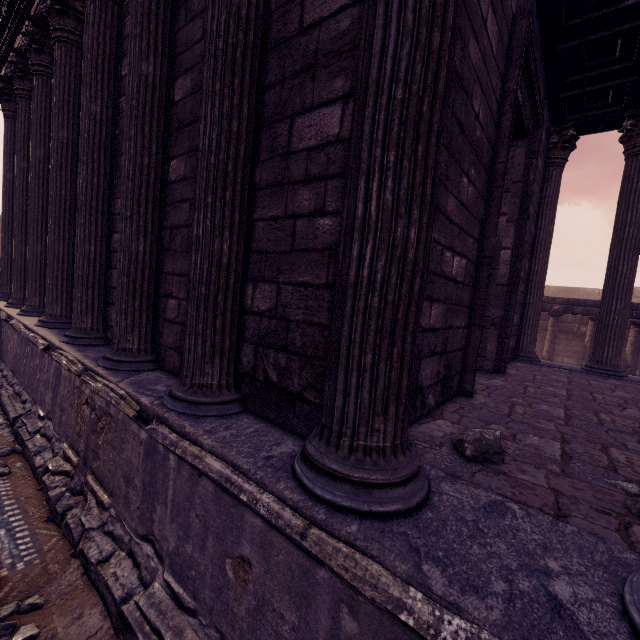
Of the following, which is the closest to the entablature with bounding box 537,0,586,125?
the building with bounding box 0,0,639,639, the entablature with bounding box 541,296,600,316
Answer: the building with bounding box 0,0,639,639

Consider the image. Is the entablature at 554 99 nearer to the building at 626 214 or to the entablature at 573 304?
the building at 626 214

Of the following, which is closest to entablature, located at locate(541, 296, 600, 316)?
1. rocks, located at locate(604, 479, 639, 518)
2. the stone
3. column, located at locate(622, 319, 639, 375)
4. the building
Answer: column, located at locate(622, 319, 639, 375)

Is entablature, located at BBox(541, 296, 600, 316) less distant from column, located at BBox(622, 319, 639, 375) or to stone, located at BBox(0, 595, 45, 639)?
column, located at BBox(622, 319, 639, 375)

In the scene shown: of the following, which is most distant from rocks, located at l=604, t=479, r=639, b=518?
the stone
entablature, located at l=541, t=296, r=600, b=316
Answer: entablature, located at l=541, t=296, r=600, b=316

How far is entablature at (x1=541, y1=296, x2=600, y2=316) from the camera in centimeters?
1063cm

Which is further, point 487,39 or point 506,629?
point 487,39

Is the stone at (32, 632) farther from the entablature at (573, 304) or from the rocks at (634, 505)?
the entablature at (573, 304)
